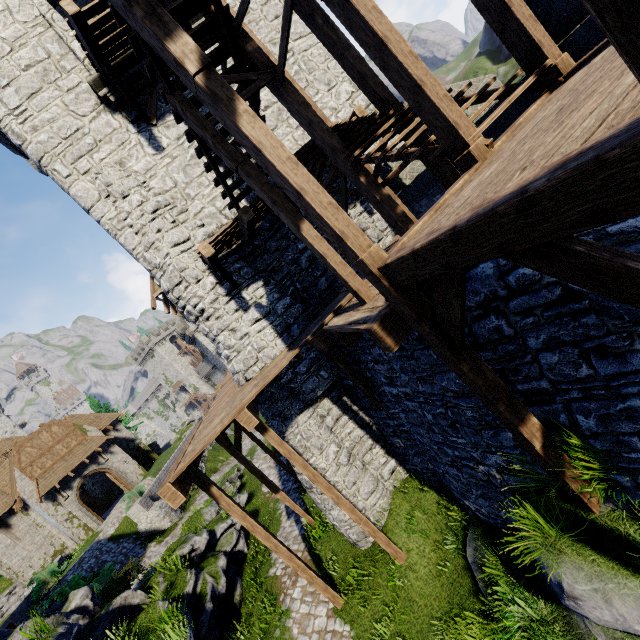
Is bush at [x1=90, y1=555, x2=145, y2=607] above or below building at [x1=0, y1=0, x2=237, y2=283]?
below

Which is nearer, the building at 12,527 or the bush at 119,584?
the bush at 119,584

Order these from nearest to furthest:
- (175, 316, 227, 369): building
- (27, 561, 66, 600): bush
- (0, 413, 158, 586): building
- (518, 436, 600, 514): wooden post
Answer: (518, 436, 600, 514): wooden post < (27, 561, 66, 600): bush < (0, 413, 158, 586): building < (175, 316, 227, 369): building

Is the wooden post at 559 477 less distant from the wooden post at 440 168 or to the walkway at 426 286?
the walkway at 426 286

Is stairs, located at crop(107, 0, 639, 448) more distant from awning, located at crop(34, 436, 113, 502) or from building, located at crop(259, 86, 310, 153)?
awning, located at crop(34, 436, 113, 502)

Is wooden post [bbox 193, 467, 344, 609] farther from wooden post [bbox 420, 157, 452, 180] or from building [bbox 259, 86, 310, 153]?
wooden post [bbox 420, 157, 452, 180]

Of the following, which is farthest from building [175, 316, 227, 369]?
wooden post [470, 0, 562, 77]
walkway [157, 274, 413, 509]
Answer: wooden post [470, 0, 562, 77]

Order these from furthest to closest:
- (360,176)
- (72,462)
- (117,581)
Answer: (72,462)
(117,581)
(360,176)
